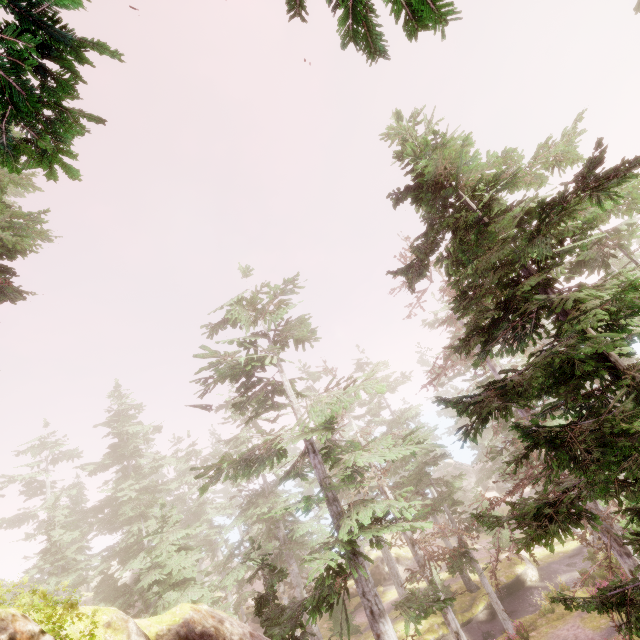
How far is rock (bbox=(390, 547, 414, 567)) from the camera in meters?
38.2 m

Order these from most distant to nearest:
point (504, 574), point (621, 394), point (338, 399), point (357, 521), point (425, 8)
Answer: point (357, 521)
point (504, 574)
point (338, 399)
point (621, 394)
point (425, 8)

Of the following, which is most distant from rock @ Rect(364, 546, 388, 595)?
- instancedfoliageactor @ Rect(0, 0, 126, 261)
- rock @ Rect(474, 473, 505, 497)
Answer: rock @ Rect(474, 473, 505, 497)

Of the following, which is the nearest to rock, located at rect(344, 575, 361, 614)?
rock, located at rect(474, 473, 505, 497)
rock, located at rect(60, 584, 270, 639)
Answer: rock, located at rect(474, 473, 505, 497)

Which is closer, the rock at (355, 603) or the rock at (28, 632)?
the rock at (28, 632)

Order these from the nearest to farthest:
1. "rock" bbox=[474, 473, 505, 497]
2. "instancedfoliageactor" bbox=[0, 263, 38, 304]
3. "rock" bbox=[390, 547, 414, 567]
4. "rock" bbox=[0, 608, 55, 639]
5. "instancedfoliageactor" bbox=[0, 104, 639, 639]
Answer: "instancedfoliageactor" bbox=[0, 104, 639, 639], "rock" bbox=[0, 608, 55, 639], "instancedfoliageactor" bbox=[0, 263, 38, 304], "rock" bbox=[390, 547, 414, 567], "rock" bbox=[474, 473, 505, 497]

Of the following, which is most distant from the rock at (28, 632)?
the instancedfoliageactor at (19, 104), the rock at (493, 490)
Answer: the rock at (493, 490)

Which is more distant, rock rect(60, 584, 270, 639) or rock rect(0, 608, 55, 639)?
rock rect(60, 584, 270, 639)
